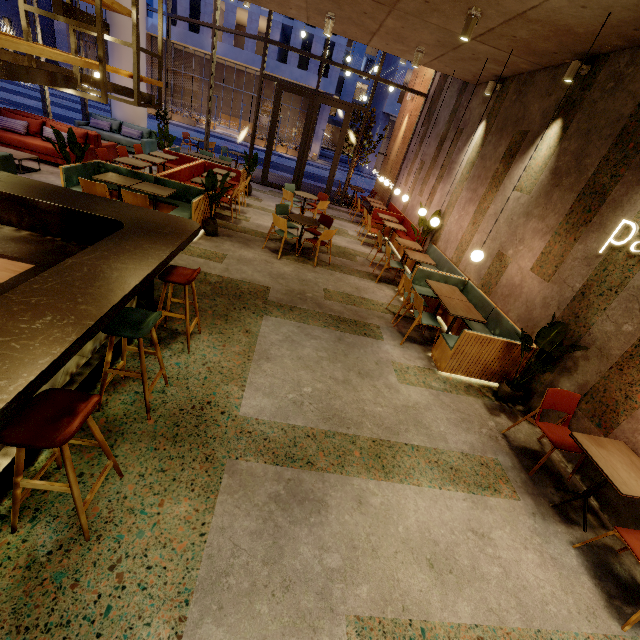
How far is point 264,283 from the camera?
5.9m

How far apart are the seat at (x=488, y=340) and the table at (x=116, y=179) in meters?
5.1 m

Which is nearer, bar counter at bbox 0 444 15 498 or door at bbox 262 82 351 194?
bar counter at bbox 0 444 15 498

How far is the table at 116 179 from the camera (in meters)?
6.02

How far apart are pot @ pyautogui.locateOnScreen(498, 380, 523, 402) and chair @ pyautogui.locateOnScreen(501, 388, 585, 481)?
0.55m

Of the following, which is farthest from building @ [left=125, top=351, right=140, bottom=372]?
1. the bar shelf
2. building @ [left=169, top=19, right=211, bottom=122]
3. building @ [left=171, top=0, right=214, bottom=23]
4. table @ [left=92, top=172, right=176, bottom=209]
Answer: building @ [left=169, top=19, right=211, bottom=122]

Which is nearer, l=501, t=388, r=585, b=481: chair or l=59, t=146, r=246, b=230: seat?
l=501, t=388, r=585, b=481: chair

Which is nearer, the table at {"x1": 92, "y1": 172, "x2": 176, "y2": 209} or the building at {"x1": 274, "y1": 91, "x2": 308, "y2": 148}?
the table at {"x1": 92, "y1": 172, "x2": 176, "y2": 209}
